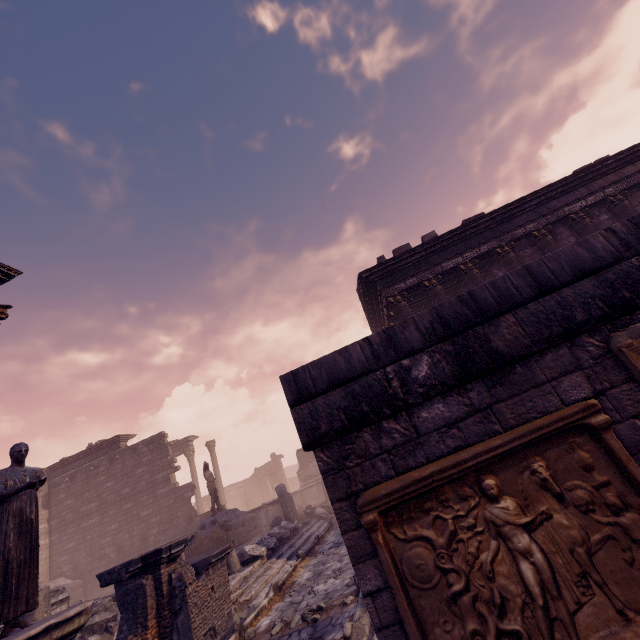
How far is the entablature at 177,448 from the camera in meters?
24.8 m

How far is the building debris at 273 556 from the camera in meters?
7.8

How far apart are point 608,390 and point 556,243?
11.4 meters

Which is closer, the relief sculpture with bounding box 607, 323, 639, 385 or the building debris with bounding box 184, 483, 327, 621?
the relief sculpture with bounding box 607, 323, 639, 385

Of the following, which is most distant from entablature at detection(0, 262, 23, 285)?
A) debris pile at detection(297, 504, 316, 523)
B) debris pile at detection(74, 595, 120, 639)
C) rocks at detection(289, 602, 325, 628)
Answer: debris pile at detection(297, 504, 316, 523)

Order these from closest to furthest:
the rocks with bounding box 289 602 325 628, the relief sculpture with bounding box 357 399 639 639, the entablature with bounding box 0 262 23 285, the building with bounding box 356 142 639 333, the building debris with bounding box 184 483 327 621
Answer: the relief sculpture with bounding box 357 399 639 639 < the rocks with bounding box 289 602 325 628 < the entablature with bounding box 0 262 23 285 < the building debris with bounding box 184 483 327 621 < the building with bounding box 356 142 639 333

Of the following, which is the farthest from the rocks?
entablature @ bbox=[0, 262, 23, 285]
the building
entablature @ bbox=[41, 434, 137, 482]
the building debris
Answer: Result: entablature @ bbox=[41, 434, 137, 482]

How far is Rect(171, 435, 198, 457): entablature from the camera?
24.8 meters
